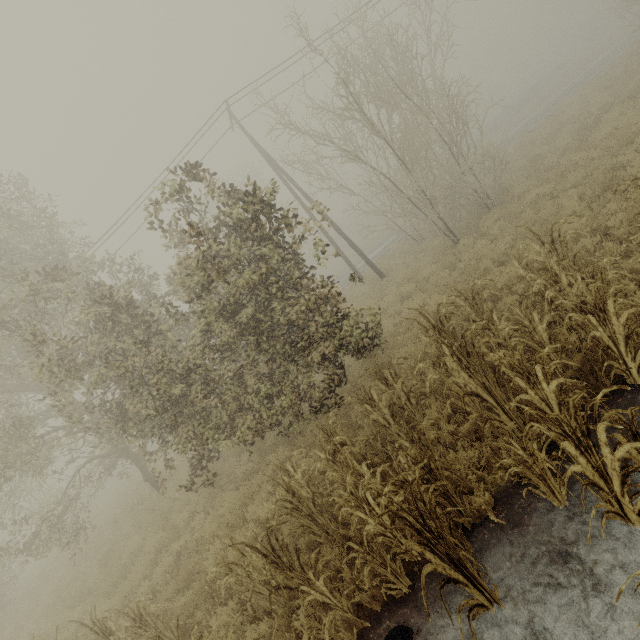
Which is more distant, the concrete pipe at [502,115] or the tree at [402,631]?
the concrete pipe at [502,115]

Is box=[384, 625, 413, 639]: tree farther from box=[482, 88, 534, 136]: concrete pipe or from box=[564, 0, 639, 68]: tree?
box=[564, 0, 639, 68]: tree

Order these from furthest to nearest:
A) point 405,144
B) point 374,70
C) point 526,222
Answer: point 374,70
point 405,144
point 526,222

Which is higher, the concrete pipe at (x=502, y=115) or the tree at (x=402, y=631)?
the concrete pipe at (x=502, y=115)

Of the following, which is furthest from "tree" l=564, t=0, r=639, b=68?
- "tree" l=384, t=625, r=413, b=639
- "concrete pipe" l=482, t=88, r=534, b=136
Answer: "tree" l=384, t=625, r=413, b=639

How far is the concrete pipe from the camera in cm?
4166

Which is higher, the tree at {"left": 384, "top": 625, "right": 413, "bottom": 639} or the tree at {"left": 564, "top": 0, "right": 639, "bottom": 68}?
the tree at {"left": 564, "top": 0, "right": 639, "bottom": 68}
